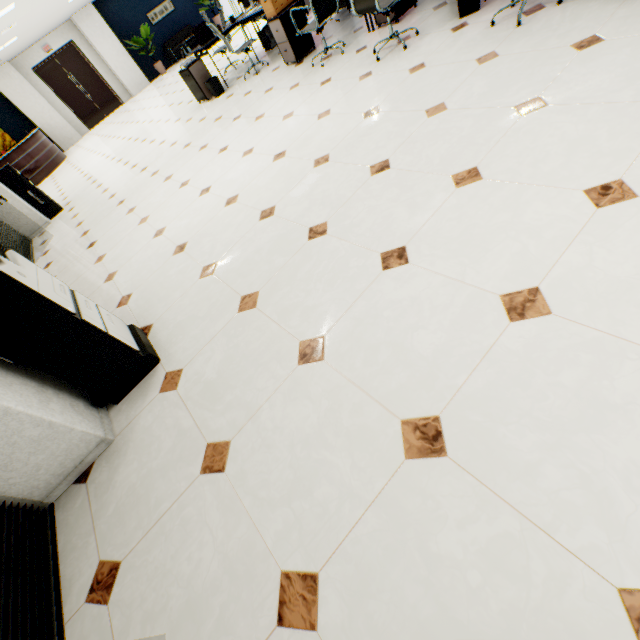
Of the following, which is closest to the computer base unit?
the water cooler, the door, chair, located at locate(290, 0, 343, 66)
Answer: chair, located at locate(290, 0, 343, 66)

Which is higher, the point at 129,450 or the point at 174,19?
the point at 174,19

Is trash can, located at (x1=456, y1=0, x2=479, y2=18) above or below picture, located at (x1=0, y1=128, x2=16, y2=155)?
below

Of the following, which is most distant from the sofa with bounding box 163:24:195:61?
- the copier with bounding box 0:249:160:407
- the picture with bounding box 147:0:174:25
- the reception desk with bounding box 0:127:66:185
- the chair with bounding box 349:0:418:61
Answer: the copier with bounding box 0:249:160:407

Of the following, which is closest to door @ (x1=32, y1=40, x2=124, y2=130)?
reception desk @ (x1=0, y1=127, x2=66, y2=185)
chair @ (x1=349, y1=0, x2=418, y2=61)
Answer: reception desk @ (x1=0, y1=127, x2=66, y2=185)

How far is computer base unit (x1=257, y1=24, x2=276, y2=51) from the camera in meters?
7.0 m

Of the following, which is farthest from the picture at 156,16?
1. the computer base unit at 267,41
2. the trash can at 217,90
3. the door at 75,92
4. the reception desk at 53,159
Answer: the trash can at 217,90

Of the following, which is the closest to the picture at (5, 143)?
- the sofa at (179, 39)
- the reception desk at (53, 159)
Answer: the reception desk at (53, 159)
